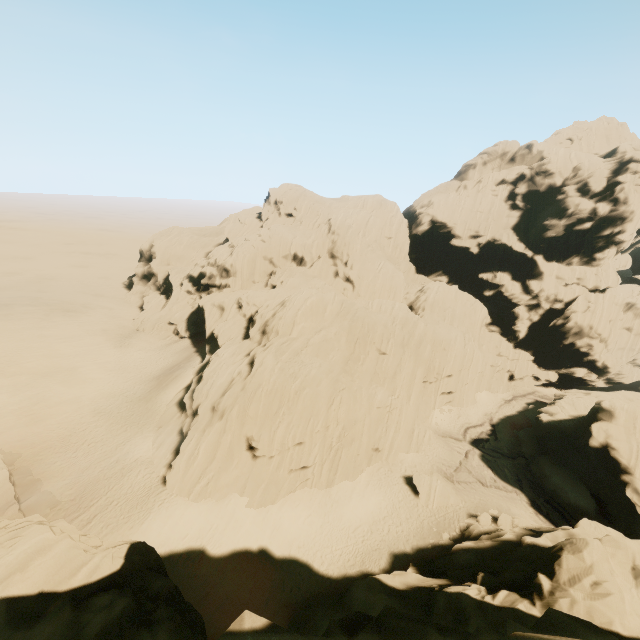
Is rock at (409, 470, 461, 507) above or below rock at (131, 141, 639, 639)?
below

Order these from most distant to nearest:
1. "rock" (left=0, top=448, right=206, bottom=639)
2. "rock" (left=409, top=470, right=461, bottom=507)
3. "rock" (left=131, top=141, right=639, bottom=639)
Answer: "rock" (left=409, top=470, right=461, bottom=507) < "rock" (left=131, top=141, right=639, bottom=639) < "rock" (left=0, top=448, right=206, bottom=639)

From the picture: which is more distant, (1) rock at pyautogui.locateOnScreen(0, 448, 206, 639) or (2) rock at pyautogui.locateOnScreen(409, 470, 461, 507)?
(2) rock at pyautogui.locateOnScreen(409, 470, 461, 507)

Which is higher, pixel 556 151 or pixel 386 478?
pixel 556 151

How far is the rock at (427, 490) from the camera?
31.6 meters

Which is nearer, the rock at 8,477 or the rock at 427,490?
the rock at 8,477
